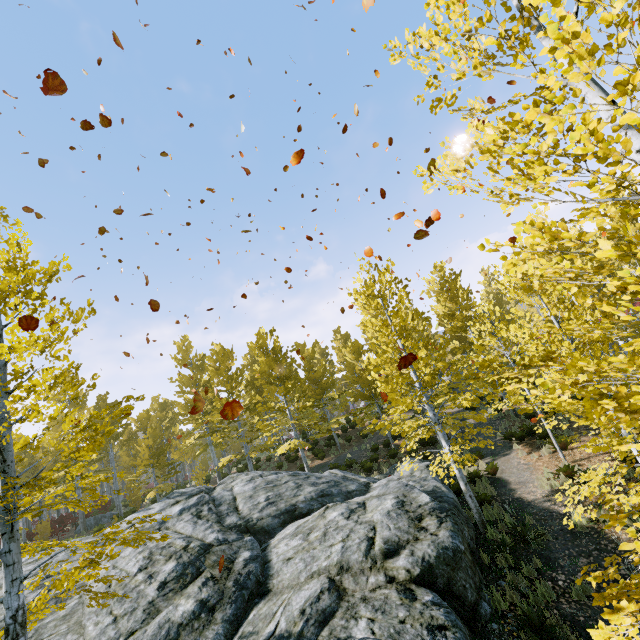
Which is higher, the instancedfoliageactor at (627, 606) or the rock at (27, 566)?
the rock at (27, 566)

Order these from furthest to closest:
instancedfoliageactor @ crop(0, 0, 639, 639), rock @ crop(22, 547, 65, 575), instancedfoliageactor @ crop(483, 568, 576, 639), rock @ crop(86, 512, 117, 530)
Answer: rock @ crop(86, 512, 117, 530) < rock @ crop(22, 547, 65, 575) < instancedfoliageactor @ crop(483, 568, 576, 639) < instancedfoliageactor @ crop(0, 0, 639, 639)

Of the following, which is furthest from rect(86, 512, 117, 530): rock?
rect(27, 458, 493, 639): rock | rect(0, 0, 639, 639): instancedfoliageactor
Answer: rect(27, 458, 493, 639): rock

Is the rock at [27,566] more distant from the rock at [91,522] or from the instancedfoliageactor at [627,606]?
the rock at [91,522]

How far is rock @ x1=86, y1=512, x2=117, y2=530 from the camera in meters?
24.1

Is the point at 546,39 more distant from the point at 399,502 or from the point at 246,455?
the point at 246,455
